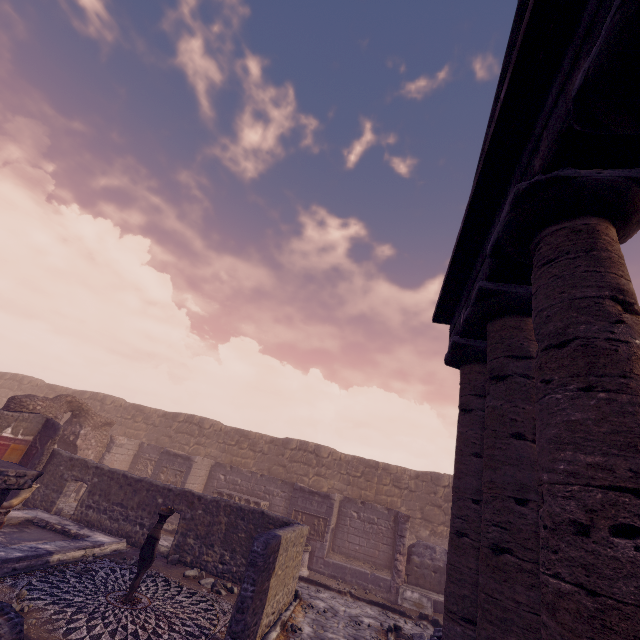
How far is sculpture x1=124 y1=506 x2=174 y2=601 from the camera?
6.7m

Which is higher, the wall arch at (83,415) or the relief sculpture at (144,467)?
the wall arch at (83,415)

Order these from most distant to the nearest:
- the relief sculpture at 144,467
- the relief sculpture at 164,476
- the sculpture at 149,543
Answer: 1. the relief sculpture at 144,467
2. the relief sculpture at 164,476
3. the sculpture at 149,543

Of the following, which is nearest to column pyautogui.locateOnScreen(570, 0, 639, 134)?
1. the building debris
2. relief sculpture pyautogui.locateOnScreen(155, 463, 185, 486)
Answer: the building debris

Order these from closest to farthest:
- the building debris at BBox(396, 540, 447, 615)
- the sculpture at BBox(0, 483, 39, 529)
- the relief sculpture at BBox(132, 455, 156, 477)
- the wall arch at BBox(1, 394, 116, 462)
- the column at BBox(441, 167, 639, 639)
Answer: the column at BBox(441, 167, 639, 639) → the sculpture at BBox(0, 483, 39, 529) → the building debris at BBox(396, 540, 447, 615) → the wall arch at BBox(1, 394, 116, 462) → the relief sculpture at BBox(132, 455, 156, 477)

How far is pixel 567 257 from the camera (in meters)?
3.30

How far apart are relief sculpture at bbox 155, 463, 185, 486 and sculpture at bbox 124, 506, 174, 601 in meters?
8.5 m

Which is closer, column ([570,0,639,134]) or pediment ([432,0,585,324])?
column ([570,0,639,134])
